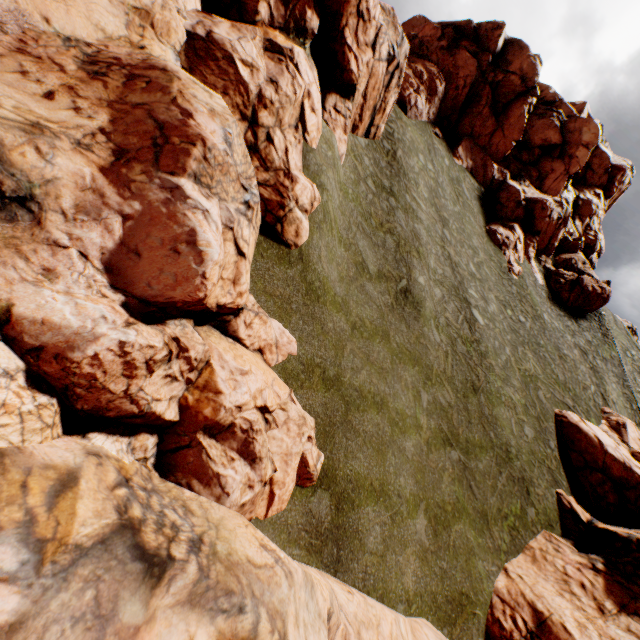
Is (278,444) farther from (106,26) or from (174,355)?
(106,26)

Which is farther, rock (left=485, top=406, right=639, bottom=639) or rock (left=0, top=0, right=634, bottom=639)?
rock (left=485, top=406, right=639, bottom=639)

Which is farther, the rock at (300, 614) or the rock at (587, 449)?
the rock at (587, 449)
